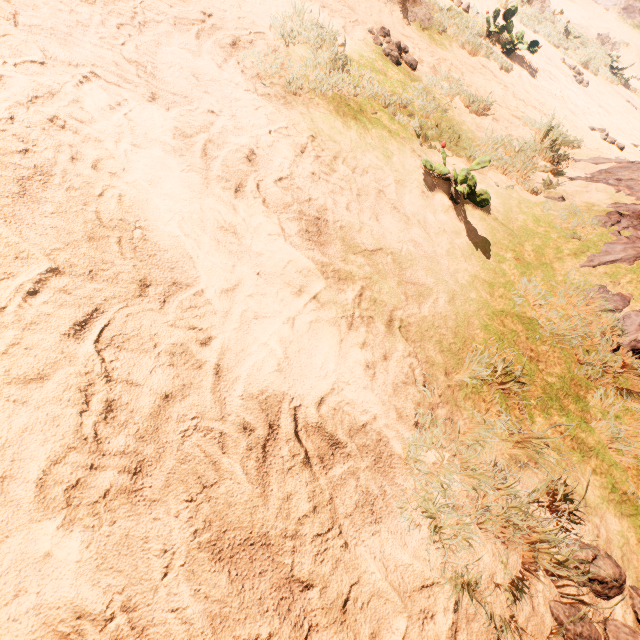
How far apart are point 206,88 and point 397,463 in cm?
266
